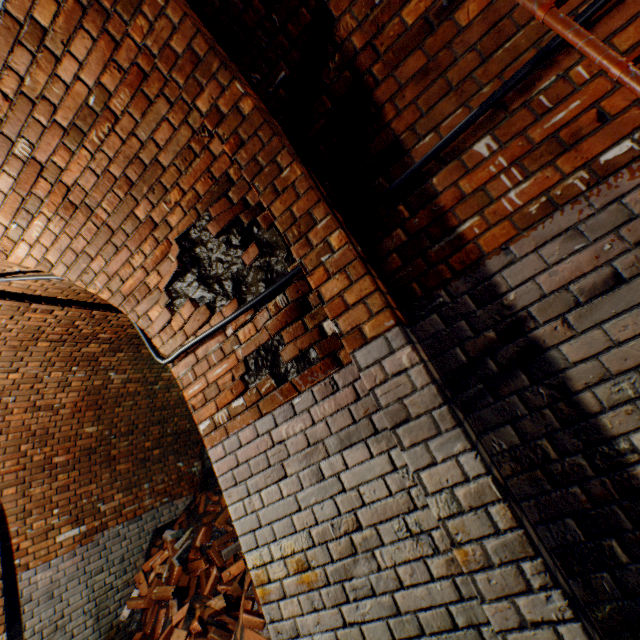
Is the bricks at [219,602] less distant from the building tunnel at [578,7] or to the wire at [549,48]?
the building tunnel at [578,7]

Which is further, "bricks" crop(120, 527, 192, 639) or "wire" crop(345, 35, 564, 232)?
"bricks" crop(120, 527, 192, 639)

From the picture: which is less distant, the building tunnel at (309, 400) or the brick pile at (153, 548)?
the building tunnel at (309, 400)

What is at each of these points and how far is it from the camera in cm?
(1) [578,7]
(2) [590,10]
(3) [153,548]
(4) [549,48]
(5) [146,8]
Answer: (1) building tunnel, 129
(2) wire, 122
(3) brick pile, 514
(4) wire, 128
(5) wall archway, 152

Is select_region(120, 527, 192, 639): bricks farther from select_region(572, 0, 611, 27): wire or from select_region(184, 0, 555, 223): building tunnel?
select_region(572, 0, 611, 27): wire

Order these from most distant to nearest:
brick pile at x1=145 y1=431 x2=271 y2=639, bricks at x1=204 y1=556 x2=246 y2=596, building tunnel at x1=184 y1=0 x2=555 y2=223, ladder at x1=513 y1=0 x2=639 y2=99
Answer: bricks at x1=204 y1=556 x2=246 y2=596 < brick pile at x1=145 y1=431 x2=271 y2=639 < building tunnel at x1=184 y1=0 x2=555 y2=223 < ladder at x1=513 y1=0 x2=639 y2=99

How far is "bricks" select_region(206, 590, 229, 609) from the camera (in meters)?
3.79

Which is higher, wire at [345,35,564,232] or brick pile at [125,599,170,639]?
wire at [345,35,564,232]
